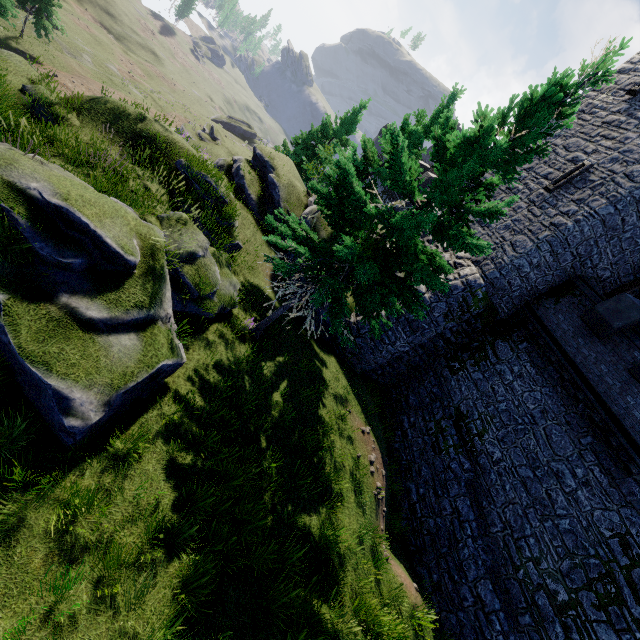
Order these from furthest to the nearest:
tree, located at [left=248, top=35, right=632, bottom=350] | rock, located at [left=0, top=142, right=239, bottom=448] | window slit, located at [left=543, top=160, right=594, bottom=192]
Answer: window slit, located at [left=543, top=160, right=594, bottom=192] < tree, located at [left=248, top=35, right=632, bottom=350] < rock, located at [left=0, top=142, right=239, bottom=448]

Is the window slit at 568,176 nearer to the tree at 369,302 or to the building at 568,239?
the building at 568,239

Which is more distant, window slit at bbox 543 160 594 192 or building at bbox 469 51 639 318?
window slit at bbox 543 160 594 192

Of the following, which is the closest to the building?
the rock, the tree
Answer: the tree

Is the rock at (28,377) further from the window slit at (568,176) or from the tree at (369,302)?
the window slit at (568,176)

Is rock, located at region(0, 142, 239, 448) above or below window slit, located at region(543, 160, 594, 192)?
below

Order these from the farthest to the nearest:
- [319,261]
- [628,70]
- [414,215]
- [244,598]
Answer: [628,70] < [319,261] < [414,215] < [244,598]

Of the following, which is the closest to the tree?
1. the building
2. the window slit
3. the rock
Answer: the rock
